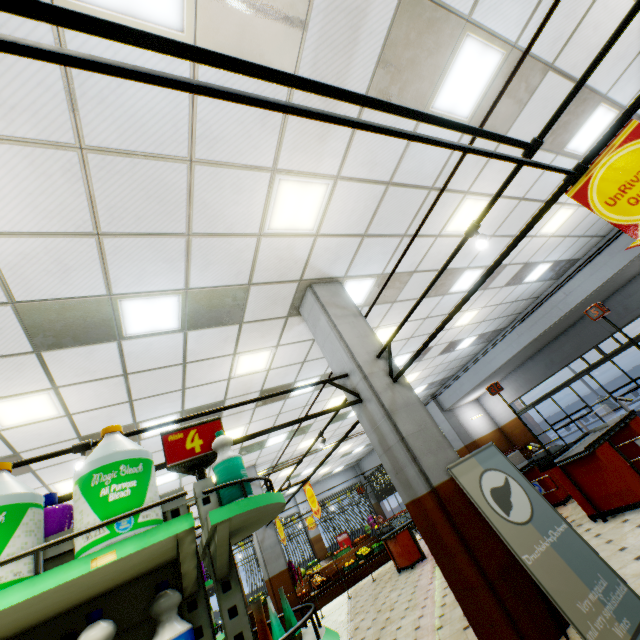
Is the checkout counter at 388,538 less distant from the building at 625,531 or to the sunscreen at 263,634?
the building at 625,531

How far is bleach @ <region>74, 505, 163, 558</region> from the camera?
1.2 meters

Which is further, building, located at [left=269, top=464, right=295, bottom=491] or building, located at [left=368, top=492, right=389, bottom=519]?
building, located at [left=368, top=492, right=389, bottom=519]

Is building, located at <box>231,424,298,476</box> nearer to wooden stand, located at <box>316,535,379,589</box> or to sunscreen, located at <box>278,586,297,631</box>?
wooden stand, located at <box>316,535,379,589</box>

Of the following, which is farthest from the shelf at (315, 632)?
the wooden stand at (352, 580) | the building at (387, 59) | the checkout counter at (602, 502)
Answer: the wooden stand at (352, 580)

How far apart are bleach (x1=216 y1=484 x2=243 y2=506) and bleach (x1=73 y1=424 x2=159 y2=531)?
0.3m

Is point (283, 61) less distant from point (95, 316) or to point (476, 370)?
point (95, 316)
